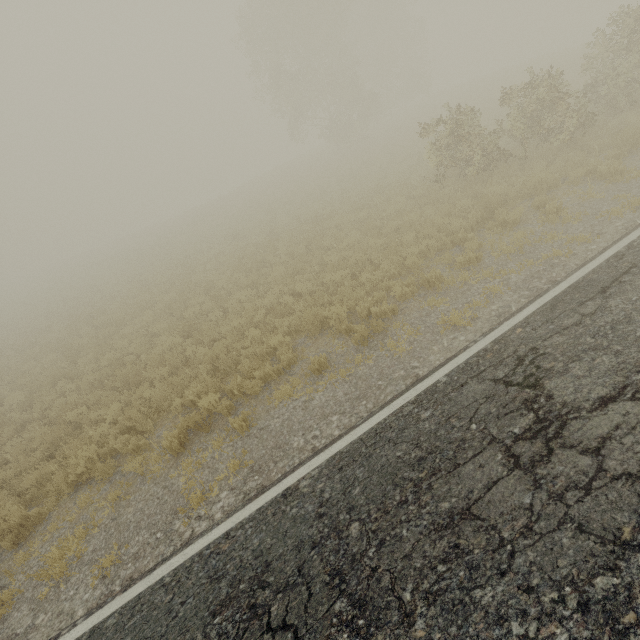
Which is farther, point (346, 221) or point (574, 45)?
point (574, 45)
